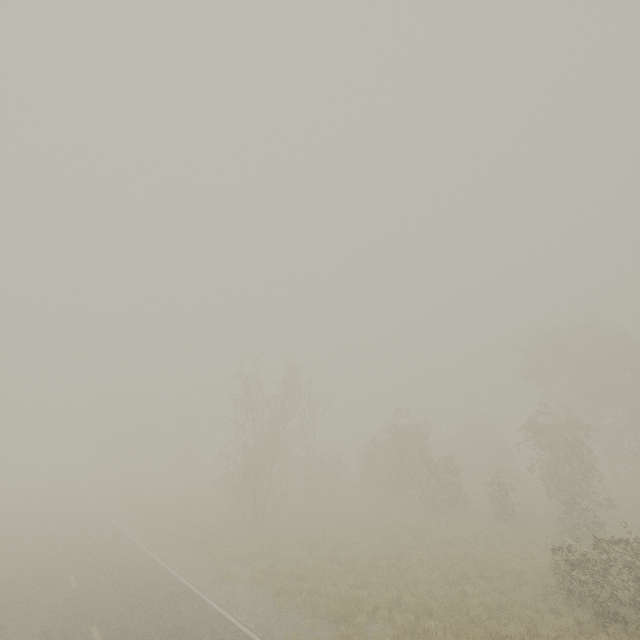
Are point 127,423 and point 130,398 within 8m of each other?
yes

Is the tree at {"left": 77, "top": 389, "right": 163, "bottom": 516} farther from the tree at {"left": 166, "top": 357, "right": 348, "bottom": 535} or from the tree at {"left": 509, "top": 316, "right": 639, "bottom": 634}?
the tree at {"left": 509, "top": 316, "right": 639, "bottom": 634}

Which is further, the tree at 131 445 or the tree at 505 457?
the tree at 131 445

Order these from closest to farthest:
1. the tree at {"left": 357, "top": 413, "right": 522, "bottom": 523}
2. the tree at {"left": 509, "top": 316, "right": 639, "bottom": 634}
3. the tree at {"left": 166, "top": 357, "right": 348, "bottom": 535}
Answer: the tree at {"left": 509, "top": 316, "right": 639, "bottom": 634}
the tree at {"left": 166, "top": 357, "right": 348, "bottom": 535}
the tree at {"left": 357, "top": 413, "right": 522, "bottom": 523}

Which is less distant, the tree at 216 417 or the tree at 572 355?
the tree at 572 355

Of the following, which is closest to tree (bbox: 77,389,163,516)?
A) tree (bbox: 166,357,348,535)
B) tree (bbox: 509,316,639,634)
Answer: tree (bbox: 166,357,348,535)

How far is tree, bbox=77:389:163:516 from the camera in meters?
39.5 m
